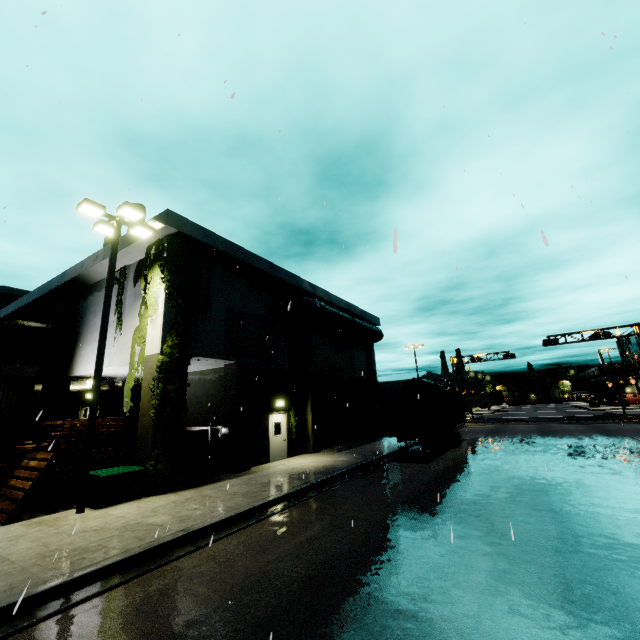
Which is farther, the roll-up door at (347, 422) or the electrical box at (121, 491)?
the roll-up door at (347, 422)

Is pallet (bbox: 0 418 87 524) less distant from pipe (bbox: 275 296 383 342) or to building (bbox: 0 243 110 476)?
building (bbox: 0 243 110 476)

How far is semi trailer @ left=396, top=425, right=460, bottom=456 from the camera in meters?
16.9

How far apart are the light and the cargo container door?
12.62m

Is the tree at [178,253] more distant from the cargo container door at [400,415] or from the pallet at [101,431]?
the cargo container door at [400,415]

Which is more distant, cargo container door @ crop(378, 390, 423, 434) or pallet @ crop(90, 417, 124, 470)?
cargo container door @ crop(378, 390, 423, 434)

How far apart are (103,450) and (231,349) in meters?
6.5

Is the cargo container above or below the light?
below
